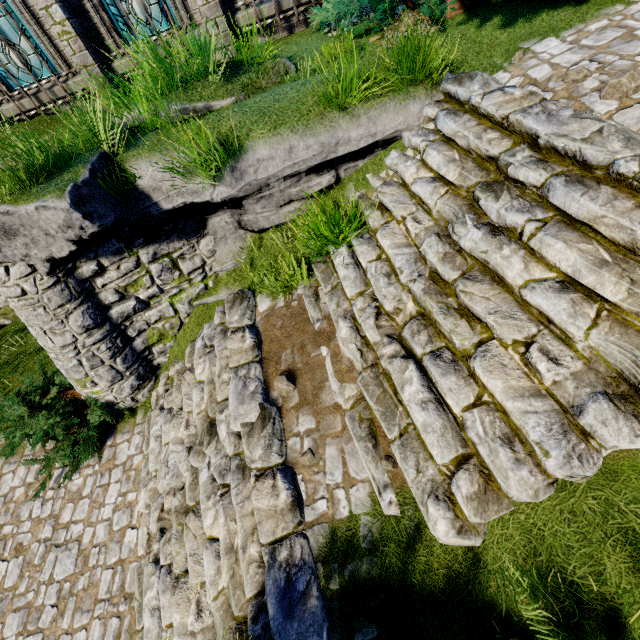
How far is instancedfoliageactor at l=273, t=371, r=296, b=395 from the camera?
4.17m

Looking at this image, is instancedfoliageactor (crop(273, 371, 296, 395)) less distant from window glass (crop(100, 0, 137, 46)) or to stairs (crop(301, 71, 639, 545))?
stairs (crop(301, 71, 639, 545))

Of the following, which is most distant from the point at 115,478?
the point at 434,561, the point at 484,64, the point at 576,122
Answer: the point at 484,64

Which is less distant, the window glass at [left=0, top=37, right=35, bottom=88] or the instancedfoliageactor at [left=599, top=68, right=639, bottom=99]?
the instancedfoliageactor at [left=599, top=68, right=639, bottom=99]

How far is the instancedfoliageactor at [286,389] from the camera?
4.17m

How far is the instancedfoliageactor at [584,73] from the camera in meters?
3.3

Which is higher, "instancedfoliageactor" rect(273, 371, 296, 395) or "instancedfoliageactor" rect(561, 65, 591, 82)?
"instancedfoliageactor" rect(561, 65, 591, 82)

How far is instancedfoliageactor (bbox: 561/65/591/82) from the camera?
3.3 meters
